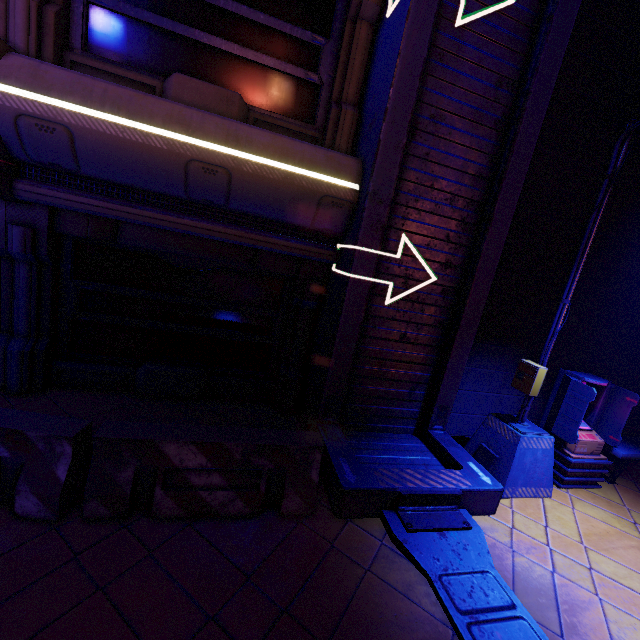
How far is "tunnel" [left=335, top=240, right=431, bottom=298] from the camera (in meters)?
4.78

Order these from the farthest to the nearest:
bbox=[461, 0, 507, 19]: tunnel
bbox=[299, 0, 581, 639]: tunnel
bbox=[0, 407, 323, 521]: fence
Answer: bbox=[461, 0, 507, 19]: tunnel → bbox=[299, 0, 581, 639]: tunnel → bbox=[0, 407, 323, 521]: fence

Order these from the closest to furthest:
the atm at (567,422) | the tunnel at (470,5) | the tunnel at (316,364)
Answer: the tunnel at (316,364)
the tunnel at (470,5)
the atm at (567,422)

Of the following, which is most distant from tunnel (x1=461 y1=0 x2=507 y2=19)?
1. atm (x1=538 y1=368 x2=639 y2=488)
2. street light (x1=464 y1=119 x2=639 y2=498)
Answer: atm (x1=538 y1=368 x2=639 y2=488)

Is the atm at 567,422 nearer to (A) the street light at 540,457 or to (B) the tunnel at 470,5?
(A) the street light at 540,457

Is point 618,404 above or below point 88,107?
below

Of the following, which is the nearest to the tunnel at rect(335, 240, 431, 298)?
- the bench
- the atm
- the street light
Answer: the street light

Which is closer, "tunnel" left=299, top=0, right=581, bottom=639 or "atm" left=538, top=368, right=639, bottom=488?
"tunnel" left=299, top=0, right=581, bottom=639
